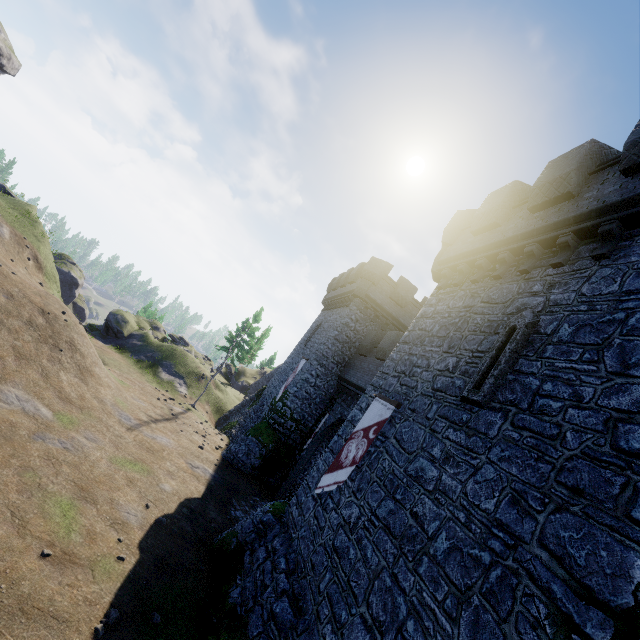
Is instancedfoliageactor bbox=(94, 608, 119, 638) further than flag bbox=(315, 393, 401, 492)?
No

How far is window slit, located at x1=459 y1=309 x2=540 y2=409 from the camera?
A: 7.3 meters

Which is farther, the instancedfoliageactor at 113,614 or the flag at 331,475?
the flag at 331,475

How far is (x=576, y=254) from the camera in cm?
795

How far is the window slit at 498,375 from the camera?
7.3m

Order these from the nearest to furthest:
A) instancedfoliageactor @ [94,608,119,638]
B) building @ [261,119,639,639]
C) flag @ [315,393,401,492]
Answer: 1. building @ [261,119,639,639]
2. instancedfoliageactor @ [94,608,119,638]
3. flag @ [315,393,401,492]

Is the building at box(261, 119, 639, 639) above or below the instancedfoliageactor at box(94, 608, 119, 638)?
above

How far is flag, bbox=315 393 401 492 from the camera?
10.0m
